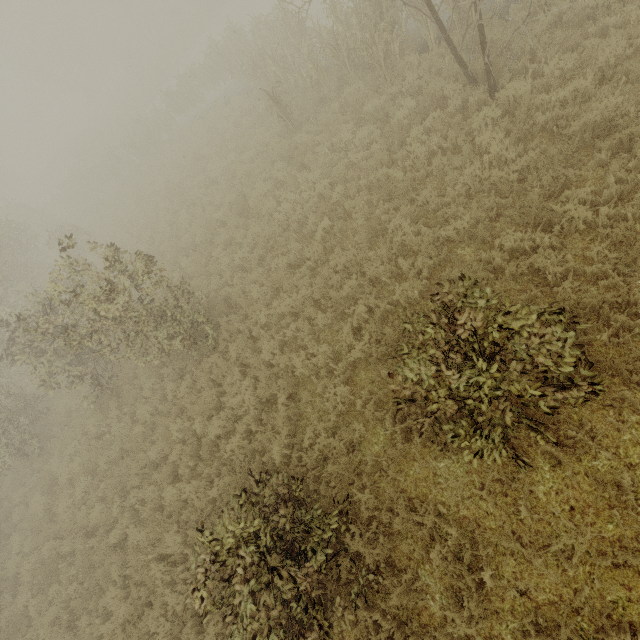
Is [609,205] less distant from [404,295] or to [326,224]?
[404,295]

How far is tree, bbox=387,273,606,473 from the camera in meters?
3.4 m

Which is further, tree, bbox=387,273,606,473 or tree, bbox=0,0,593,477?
tree, bbox=0,0,593,477

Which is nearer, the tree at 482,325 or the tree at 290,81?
the tree at 482,325
